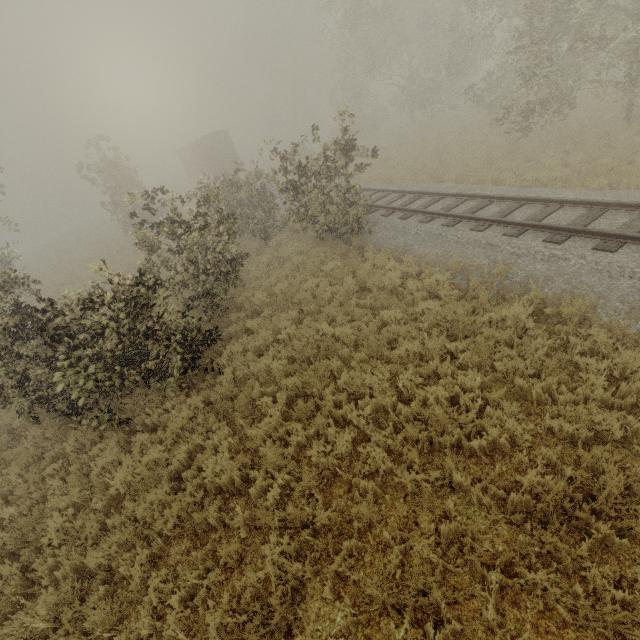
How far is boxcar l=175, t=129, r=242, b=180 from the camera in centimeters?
3136cm

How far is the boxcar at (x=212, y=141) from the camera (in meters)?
31.36

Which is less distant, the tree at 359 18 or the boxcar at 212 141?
the tree at 359 18

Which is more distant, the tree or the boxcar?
the boxcar

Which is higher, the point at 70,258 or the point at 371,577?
the point at 70,258
